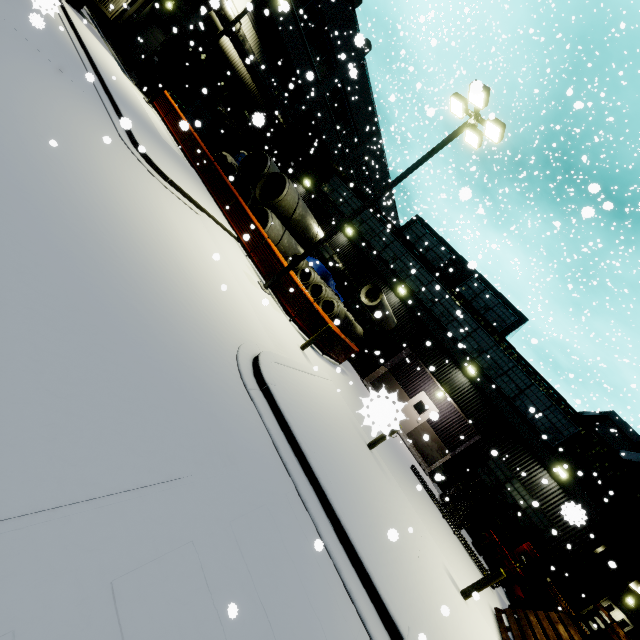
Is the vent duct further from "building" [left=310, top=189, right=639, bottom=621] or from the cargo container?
the cargo container

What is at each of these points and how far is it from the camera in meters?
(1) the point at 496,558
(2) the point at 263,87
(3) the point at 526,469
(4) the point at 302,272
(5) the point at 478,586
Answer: (1) oil drum, 14.4 m
(2) vent duct, 22.2 m
(3) building, 15.7 m
(4) concrete pipe stack, 16.6 m
(5) post, 7.9 m

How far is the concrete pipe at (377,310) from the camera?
15.1 meters

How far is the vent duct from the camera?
19.3 meters

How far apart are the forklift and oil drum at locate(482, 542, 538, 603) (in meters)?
1.91

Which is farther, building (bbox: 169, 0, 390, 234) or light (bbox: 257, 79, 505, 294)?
building (bbox: 169, 0, 390, 234)

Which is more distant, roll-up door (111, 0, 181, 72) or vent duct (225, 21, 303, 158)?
roll-up door (111, 0, 181, 72)

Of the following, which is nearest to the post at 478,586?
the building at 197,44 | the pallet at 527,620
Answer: the pallet at 527,620
